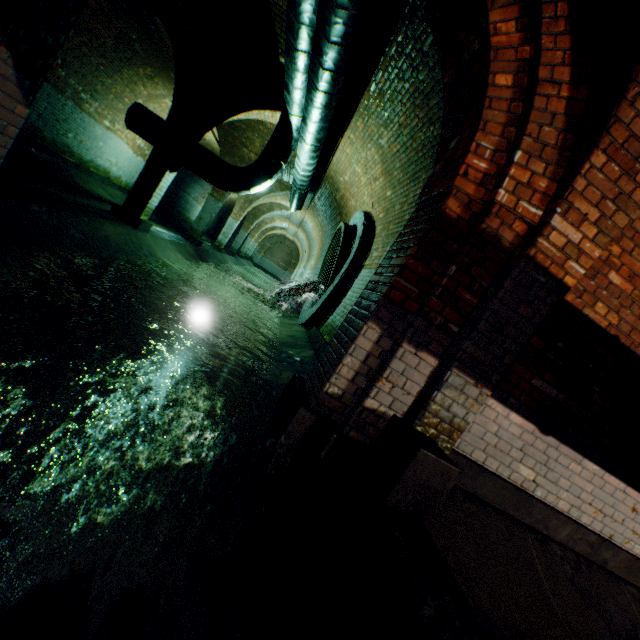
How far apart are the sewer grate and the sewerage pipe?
0.0 meters

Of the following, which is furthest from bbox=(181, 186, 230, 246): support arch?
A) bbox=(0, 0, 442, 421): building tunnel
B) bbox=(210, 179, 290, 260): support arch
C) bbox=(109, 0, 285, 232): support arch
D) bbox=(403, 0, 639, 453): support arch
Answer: bbox=(403, 0, 639, 453): support arch

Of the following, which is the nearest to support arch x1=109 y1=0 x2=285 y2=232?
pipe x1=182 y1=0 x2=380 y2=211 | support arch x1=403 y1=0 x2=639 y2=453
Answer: pipe x1=182 y1=0 x2=380 y2=211

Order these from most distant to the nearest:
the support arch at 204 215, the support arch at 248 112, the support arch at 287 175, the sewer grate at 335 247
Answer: the support arch at 204 215, the support arch at 287 175, the sewer grate at 335 247, the support arch at 248 112

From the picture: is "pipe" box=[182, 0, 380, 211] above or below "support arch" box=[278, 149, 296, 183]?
below

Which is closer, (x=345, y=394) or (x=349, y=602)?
(x=349, y=602)

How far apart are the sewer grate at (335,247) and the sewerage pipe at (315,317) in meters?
0.0

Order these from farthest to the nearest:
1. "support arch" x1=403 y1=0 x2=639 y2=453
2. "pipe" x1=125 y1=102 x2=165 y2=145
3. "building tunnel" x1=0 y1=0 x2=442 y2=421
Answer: "pipe" x1=125 y1=102 x2=165 y2=145 → "building tunnel" x1=0 y1=0 x2=442 y2=421 → "support arch" x1=403 y1=0 x2=639 y2=453
